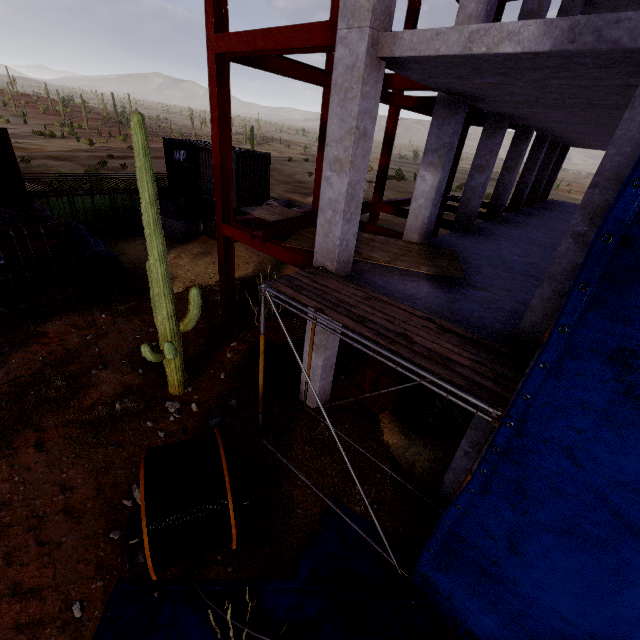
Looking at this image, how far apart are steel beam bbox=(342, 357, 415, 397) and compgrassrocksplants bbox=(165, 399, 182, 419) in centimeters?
457cm

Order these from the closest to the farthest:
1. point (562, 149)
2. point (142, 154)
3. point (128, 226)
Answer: point (142, 154) < point (128, 226) < point (562, 149)

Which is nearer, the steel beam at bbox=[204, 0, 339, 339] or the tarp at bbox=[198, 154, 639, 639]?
the tarp at bbox=[198, 154, 639, 639]

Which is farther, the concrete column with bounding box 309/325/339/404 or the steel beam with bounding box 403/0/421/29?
the steel beam with bounding box 403/0/421/29

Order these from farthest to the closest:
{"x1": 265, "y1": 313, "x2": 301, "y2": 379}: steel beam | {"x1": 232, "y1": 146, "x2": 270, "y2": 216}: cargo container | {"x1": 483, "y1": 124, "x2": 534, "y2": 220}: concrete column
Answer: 1. {"x1": 232, "y1": 146, "x2": 270, "y2": 216}: cargo container
2. {"x1": 483, "y1": 124, "x2": 534, "y2": 220}: concrete column
3. {"x1": 265, "y1": 313, "x2": 301, "y2": 379}: steel beam

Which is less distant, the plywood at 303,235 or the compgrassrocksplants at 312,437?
the compgrassrocksplants at 312,437

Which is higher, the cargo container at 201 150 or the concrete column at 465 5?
the concrete column at 465 5

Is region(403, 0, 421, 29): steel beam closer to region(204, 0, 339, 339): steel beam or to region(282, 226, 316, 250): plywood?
region(204, 0, 339, 339): steel beam
